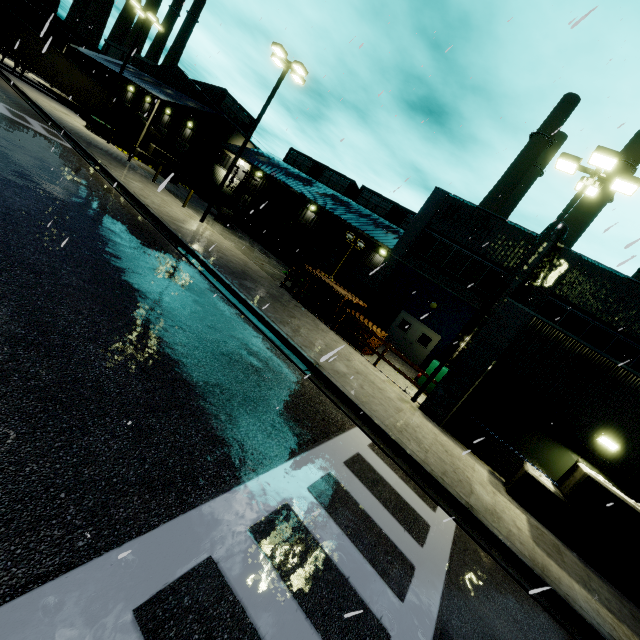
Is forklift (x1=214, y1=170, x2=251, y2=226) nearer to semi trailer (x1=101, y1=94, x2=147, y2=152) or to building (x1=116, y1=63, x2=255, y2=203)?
building (x1=116, y1=63, x2=255, y2=203)

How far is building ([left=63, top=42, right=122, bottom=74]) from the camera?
33.3 meters

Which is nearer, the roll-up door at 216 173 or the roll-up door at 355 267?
the roll-up door at 355 267

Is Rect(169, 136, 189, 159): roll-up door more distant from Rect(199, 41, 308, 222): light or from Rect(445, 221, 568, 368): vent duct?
Rect(445, 221, 568, 368): vent duct

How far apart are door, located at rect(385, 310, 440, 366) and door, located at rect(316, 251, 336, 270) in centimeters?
1265cm

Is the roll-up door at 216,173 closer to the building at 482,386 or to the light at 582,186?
the building at 482,386

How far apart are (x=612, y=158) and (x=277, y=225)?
23.2m

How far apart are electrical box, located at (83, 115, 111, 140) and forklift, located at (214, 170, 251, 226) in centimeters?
1026cm
